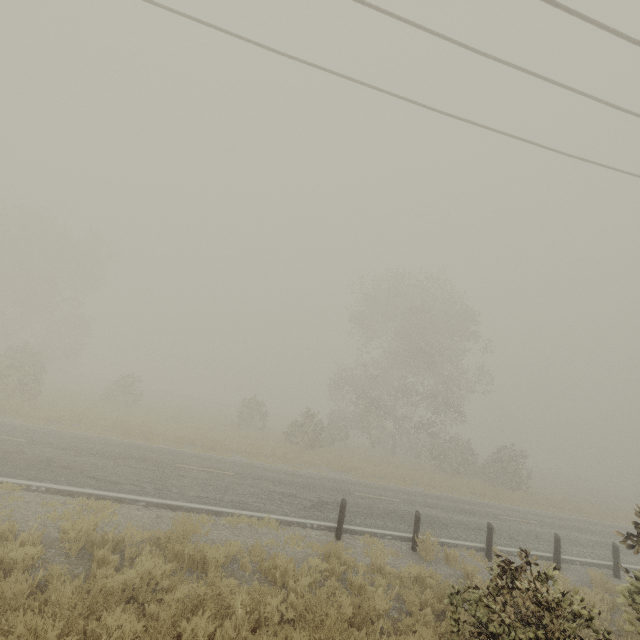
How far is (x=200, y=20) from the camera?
6.62m

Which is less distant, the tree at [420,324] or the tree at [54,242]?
the tree at [54,242]

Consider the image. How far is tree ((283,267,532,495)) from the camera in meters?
25.8

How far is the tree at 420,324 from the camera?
25.75m

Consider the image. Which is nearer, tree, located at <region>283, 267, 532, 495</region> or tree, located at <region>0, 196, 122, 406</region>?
tree, located at <region>0, 196, 122, 406</region>
